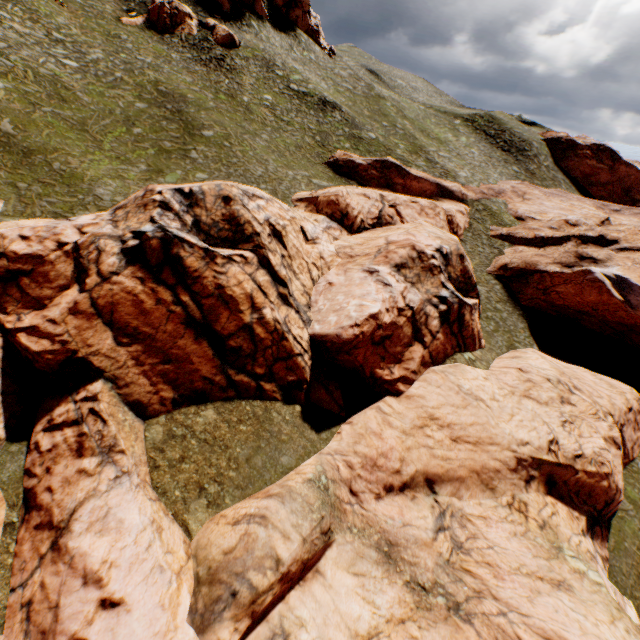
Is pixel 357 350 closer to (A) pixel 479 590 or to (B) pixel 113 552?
(A) pixel 479 590

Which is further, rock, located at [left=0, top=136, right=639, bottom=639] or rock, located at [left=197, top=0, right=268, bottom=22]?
rock, located at [left=197, top=0, right=268, bottom=22]

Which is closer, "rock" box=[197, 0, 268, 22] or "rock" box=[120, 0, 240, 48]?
"rock" box=[120, 0, 240, 48]

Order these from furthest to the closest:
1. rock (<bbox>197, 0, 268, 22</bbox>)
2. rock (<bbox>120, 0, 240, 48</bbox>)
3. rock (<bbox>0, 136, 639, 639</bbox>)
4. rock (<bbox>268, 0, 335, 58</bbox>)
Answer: rock (<bbox>268, 0, 335, 58</bbox>), rock (<bbox>197, 0, 268, 22</bbox>), rock (<bbox>120, 0, 240, 48</bbox>), rock (<bbox>0, 136, 639, 639</bbox>)

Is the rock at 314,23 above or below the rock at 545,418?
above
